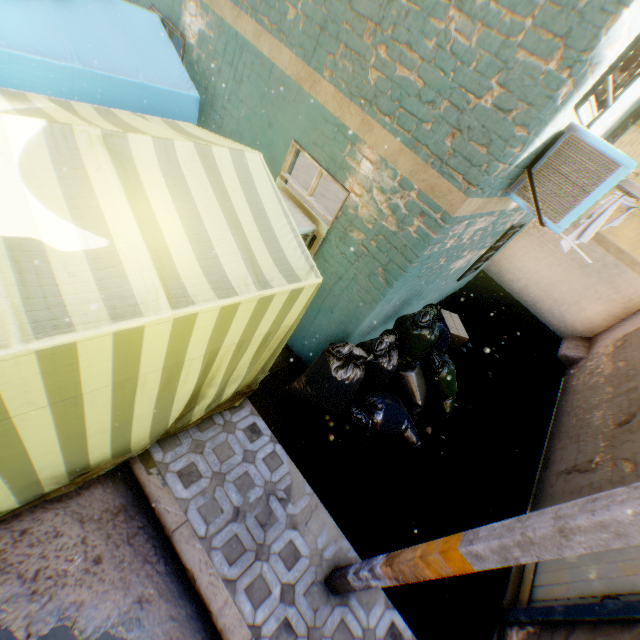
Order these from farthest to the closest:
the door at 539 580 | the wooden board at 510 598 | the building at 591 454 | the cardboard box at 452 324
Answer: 1. the cardboard box at 452 324
2. the building at 591 454
3. the wooden board at 510 598
4. the door at 539 580

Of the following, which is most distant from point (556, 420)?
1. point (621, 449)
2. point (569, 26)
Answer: point (569, 26)

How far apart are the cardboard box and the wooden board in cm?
356

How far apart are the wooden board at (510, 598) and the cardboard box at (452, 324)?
3.56m

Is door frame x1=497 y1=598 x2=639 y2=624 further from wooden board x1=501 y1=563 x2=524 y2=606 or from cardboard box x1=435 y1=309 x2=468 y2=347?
cardboard box x1=435 y1=309 x2=468 y2=347

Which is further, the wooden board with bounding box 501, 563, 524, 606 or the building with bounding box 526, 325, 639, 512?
the building with bounding box 526, 325, 639, 512

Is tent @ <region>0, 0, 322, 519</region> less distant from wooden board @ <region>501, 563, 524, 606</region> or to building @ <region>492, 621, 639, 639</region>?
building @ <region>492, 621, 639, 639</region>

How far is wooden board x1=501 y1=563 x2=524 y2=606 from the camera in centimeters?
394cm
